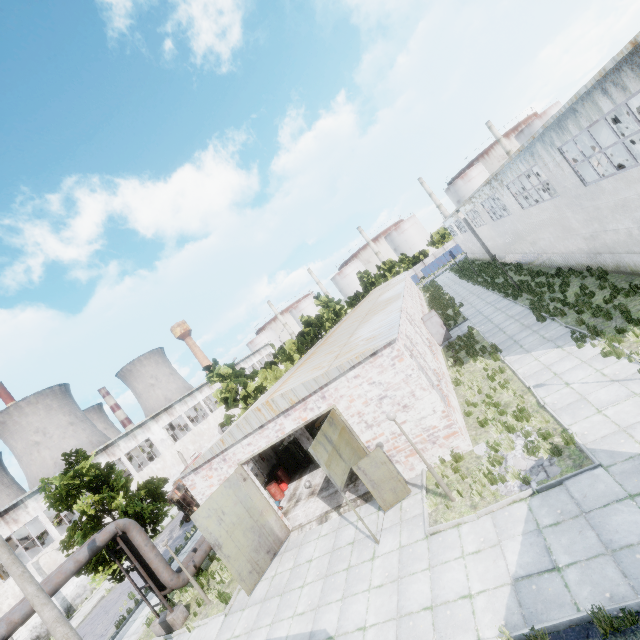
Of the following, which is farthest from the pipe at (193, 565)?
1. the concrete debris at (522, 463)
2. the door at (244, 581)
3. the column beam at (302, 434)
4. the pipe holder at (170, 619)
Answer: the concrete debris at (522, 463)

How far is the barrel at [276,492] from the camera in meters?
18.4 m

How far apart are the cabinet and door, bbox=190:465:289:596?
5.83m

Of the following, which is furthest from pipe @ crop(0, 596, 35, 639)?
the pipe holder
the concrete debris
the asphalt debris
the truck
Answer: the asphalt debris

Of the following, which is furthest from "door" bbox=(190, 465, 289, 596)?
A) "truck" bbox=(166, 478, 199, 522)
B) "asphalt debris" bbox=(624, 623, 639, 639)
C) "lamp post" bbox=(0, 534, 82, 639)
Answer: "truck" bbox=(166, 478, 199, 522)

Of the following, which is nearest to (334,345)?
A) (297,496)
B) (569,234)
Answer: (297,496)

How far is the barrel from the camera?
18.4 meters

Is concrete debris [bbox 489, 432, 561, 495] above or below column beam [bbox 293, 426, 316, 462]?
below
